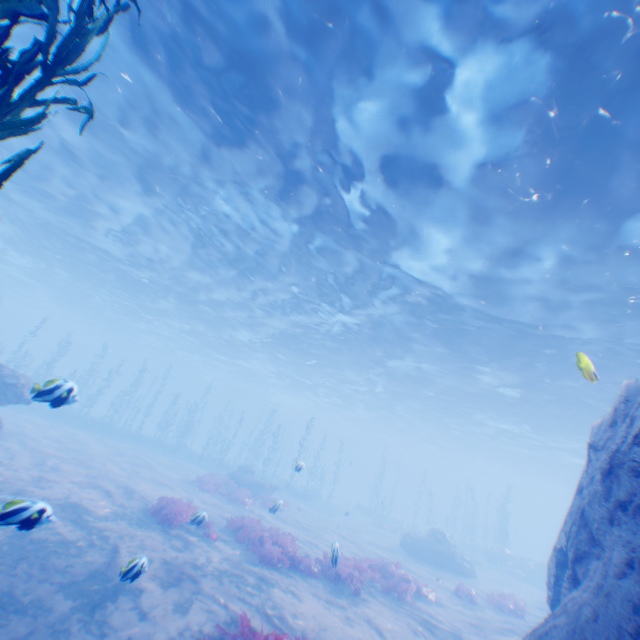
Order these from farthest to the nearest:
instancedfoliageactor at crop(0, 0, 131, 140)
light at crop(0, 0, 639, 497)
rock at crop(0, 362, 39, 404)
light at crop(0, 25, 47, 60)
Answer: rock at crop(0, 362, 39, 404) < light at crop(0, 25, 47, 60) < light at crop(0, 0, 639, 497) < instancedfoliageactor at crop(0, 0, 131, 140)

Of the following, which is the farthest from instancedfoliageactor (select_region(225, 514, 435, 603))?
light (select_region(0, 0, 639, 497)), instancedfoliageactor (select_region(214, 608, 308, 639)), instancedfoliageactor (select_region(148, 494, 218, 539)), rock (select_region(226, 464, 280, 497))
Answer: rock (select_region(226, 464, 280, 497))

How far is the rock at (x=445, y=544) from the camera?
21.56m

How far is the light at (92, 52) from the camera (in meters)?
9.84

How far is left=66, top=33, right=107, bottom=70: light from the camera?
9.8 meters

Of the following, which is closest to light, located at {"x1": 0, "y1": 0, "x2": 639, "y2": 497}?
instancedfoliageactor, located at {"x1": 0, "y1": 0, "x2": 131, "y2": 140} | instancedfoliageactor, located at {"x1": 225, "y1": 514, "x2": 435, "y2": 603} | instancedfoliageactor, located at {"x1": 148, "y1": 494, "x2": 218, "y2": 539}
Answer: instancedfoliageactor, located at {"x1": 0, "y1": 0, "x2": 131, "y2": 140}

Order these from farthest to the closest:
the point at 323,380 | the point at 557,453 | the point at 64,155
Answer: the point at 323,380 < the point at 557,453 < the point at 64,155

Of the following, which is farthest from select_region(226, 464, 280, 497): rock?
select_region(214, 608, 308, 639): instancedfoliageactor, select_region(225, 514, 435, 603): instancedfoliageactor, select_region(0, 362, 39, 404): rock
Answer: select_region(214, 608, 308, 639): instancedfoliageactor
